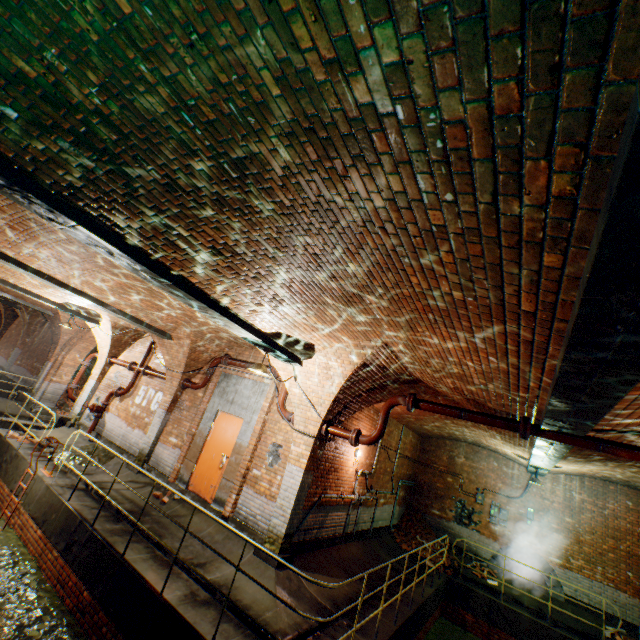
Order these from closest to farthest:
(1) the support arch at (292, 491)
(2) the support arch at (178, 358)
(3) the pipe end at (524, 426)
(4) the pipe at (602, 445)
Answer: (4) the pipe at (602, 445)
(3) the pipe end at (524, 426)
(1) the support arch at (292, 491)
(2) the support arch at (178, 358)

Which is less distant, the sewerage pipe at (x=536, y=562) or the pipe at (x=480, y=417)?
the pipe at (x=480, y=417)

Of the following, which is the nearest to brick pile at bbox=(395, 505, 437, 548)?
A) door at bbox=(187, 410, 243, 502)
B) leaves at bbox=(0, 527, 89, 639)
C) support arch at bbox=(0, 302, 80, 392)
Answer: door at bbox=(187, 410, 243, 502)

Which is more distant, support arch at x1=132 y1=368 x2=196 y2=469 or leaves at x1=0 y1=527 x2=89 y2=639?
support arch at x1=132 y1=368 x2=196 y2=469

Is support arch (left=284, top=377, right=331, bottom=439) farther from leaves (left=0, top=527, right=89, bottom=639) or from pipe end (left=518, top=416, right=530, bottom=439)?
leaves (left=0, top=527, right=89, bottom=639)

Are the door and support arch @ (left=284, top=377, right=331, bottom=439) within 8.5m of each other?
yes

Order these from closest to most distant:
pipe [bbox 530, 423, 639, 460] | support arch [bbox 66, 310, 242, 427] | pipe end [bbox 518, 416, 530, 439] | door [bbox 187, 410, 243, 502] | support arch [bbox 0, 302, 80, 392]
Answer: pipe [bbox 530, 423, 639, 460] → pipe end [bbox 518, 416, 530, 439] → door [bbox 187, 410, 243, 502] → support arch [bbox 66, 310, 242, 427] → support arch [bbox 0, 302, 80, 392]

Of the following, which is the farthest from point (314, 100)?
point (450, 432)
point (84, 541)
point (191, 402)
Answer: point (450, 432)
